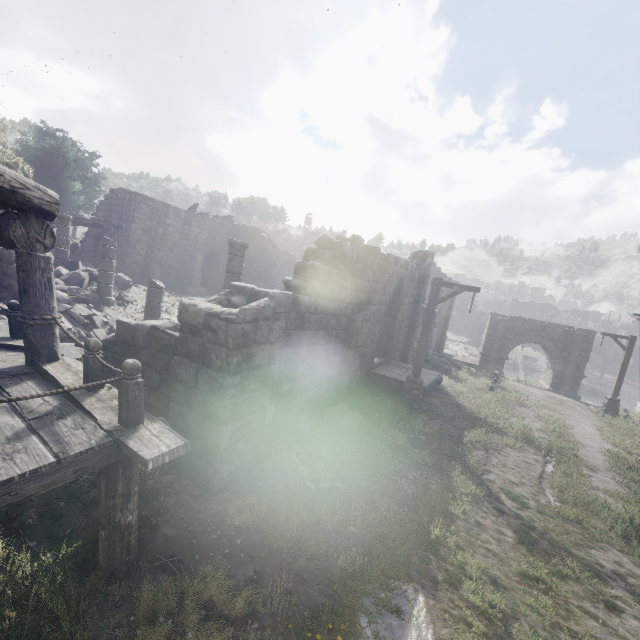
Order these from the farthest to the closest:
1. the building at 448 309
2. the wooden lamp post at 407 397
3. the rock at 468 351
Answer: the rock at 468 351, the building at 448 309, the wooden lamp post at 407 397

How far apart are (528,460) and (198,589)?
8.9 meters

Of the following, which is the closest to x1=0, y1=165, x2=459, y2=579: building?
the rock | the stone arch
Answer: the stone arch

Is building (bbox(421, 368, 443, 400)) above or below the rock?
above

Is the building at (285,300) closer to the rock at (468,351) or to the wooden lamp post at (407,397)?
the wooden lamp post at (407,397)

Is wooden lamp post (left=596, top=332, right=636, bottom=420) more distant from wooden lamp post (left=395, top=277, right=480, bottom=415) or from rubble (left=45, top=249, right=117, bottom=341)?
rubble (left=45, top=249, right=117, bottom=341)

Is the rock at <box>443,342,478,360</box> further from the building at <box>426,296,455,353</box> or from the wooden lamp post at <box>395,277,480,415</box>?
the wooden lamp post at <box>395,277,480,415</box>

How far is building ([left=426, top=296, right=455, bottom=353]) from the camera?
23.41m
